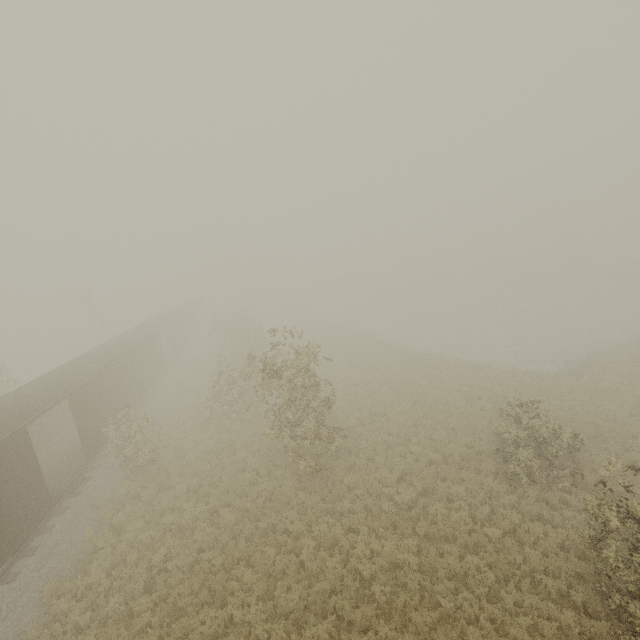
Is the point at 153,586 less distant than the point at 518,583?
No
